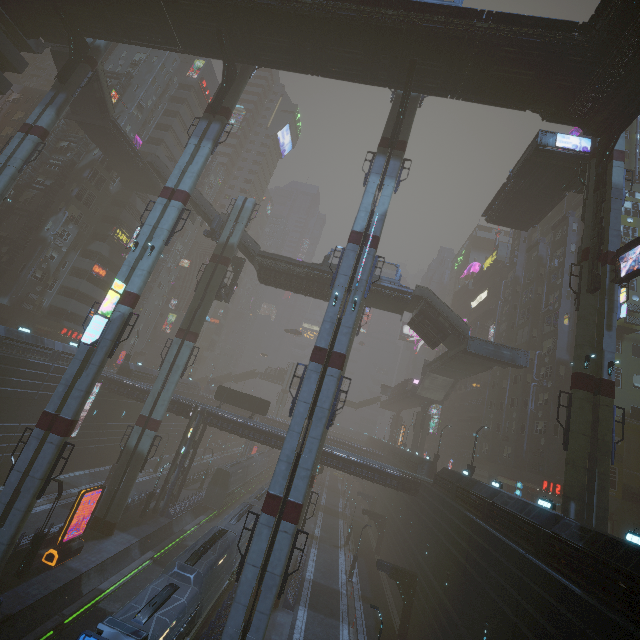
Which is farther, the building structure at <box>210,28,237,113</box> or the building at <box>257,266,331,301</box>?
the building at <box>257,266,331,301</box>

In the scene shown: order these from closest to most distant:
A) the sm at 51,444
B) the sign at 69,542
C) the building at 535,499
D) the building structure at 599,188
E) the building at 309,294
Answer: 1. the building at 535,499
2. the sm at 51,444
3. the building structure at 599,188
4. the sign at 69,542
5. the building at 309,294

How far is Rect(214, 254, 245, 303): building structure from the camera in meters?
38.5 m

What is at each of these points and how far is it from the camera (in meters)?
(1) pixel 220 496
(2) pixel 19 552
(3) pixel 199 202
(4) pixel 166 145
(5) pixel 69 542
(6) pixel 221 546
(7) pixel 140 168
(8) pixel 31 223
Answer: (1) train, 41.84
(2) building, 21.86
(3) stairs, 39.66
(4) building, 52.34
(5) sign, 23.42
(6) train, 24.95
(7) bridge, 42.81
(8) building structure, 38.56

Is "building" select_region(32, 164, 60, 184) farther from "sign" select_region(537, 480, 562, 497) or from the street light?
the street light

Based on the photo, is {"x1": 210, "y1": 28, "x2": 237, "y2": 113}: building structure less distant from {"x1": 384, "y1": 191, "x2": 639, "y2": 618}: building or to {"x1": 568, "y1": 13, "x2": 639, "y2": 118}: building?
{"x1": 384, "y1": 191, "x2": 639, "y2": 618}: building

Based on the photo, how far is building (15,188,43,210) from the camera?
40.9 meters

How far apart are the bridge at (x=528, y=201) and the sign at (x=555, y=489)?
25.82m
